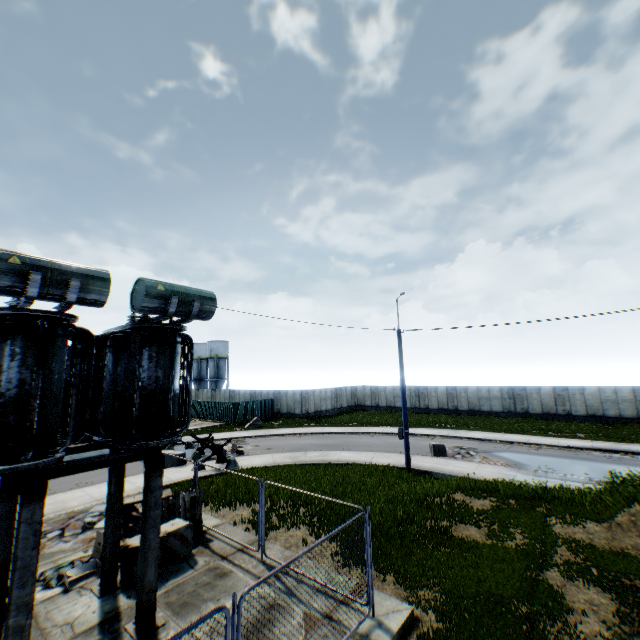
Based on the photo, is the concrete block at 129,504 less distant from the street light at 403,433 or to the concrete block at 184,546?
the concrete block at 184,546

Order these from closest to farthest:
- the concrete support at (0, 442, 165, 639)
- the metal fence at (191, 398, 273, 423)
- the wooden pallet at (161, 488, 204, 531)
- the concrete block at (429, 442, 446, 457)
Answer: the concrete support at (0, 442, 165, 639) < the wooden pallet at (161, 488, 204, 531) < the concrete block at (429, 442, 446, 457) < the metal fence at (191, 398, 273, 423)

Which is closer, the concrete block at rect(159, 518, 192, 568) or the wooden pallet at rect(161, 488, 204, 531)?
the concrete block at rect(159, 518, 192, 568)

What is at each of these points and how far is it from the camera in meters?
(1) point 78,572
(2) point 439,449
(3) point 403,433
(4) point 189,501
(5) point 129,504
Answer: (1) debris, 8.6
(2) concrete block, 20.6
(3) street light, 17.8
(4) wooden pallet, 11.3
(5) concrete block, 11.7

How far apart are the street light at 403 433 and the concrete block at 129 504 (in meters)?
→ 12.40

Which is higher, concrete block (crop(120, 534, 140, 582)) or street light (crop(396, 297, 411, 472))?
street light (crop(396, 297, 411, 472))

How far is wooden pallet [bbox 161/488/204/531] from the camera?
10.7m

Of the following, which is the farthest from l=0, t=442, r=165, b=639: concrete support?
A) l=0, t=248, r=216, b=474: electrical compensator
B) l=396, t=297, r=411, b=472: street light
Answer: l=396, t=297, r=411, b=472: street light
